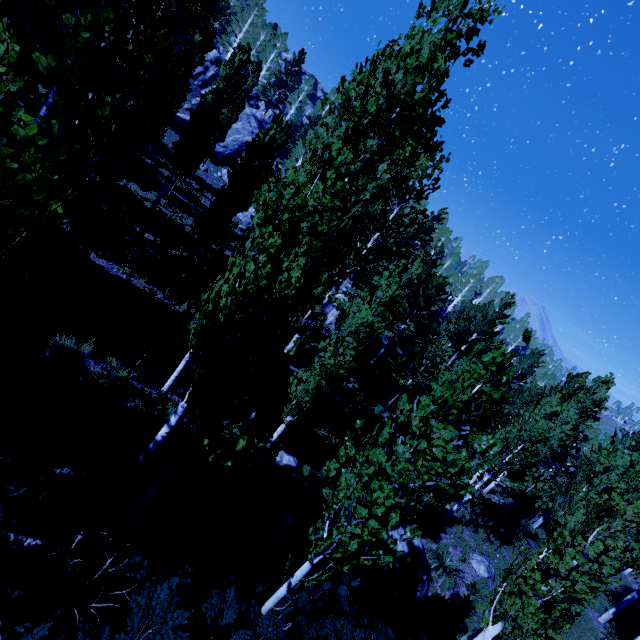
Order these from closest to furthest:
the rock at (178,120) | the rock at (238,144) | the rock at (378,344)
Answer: the rock at (378,344), the rock at (178,120), the rock at (238,144)

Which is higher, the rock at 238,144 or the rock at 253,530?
the rock at 238,144

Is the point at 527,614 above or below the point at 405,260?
below

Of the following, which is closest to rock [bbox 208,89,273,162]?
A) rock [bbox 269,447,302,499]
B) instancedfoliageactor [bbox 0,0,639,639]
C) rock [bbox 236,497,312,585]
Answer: instancedfoliageactor [bbox 0,0,639,639]

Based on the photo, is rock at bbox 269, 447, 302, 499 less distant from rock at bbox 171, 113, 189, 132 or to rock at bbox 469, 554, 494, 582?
rock at bbox 469, 554, 494, 582

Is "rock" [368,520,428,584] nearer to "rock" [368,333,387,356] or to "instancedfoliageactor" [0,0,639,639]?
"instancedfoliageactor" [0,0,639,639]

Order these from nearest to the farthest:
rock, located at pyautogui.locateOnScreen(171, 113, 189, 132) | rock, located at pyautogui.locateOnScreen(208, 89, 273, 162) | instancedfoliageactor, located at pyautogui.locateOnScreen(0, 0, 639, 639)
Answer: instancedfoliageactor, located at pyautogui.locateOnScreen(0, 0, 639, 639)
rock, located at pyautogui.locateOnScreen(171, 113, 189, 132)
rock, located at pyautogui.locateOnScreen(208, 89, 273, 162)

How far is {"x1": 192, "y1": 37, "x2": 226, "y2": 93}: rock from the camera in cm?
3691
